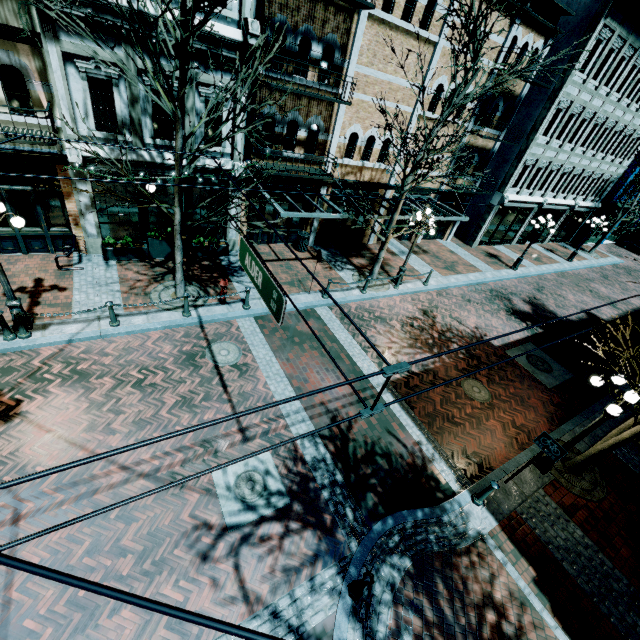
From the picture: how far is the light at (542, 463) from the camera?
8.6 meters

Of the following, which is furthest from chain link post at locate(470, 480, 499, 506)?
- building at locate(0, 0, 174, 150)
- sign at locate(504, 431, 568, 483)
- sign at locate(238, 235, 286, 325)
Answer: building at locate(0, 0, 174, 150)

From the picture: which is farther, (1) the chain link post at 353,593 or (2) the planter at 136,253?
(2) the planter at 136,253

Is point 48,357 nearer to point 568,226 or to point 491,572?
point 491,572

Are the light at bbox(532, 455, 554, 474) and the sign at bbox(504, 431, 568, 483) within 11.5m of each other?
yes

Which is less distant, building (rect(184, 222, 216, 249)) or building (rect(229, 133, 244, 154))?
building (rect(229, 133, 244, 154))

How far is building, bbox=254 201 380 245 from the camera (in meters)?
14.95
